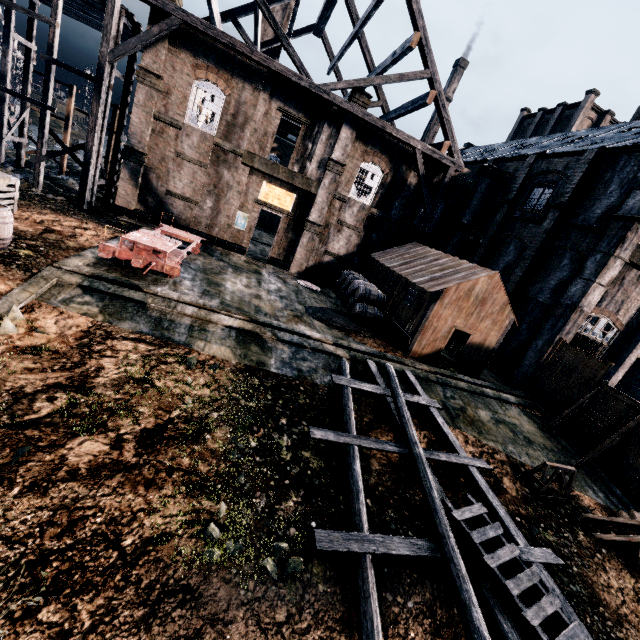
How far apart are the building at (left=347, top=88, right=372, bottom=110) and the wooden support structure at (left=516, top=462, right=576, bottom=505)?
22.6 meters

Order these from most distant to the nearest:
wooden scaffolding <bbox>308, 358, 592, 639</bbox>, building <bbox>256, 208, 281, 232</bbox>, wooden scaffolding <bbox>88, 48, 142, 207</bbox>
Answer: building <bbox>256, 208, 281, 232</bbox>
wooden scaffolding <bbox>88, 48, 142, 207</bbox>
wooden scaffolding <bbox>308, 358, 592, 639</bbox>

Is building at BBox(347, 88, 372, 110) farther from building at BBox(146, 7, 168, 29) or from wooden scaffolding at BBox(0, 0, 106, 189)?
building at BBox(146, 7, 168, 29)

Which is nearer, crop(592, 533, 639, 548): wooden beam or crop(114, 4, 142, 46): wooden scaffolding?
crop(592, 533, 639, 548): wooden beam

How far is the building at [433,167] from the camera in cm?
2448

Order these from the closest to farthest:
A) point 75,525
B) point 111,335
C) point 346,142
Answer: point 75,525
point 111,335
point 346,142

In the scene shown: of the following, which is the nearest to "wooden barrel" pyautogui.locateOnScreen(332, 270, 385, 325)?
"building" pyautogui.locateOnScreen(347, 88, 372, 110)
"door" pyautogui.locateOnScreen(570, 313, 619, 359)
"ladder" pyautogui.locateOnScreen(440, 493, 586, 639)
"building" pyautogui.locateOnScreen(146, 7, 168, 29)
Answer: "door" pyautogui.locateOnScreen(570, 313, 619, 359)

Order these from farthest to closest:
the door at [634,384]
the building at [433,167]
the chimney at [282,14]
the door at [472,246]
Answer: the chimney at [282,14], the door at [472,246], the building at [433,167], the door at [634,384]
